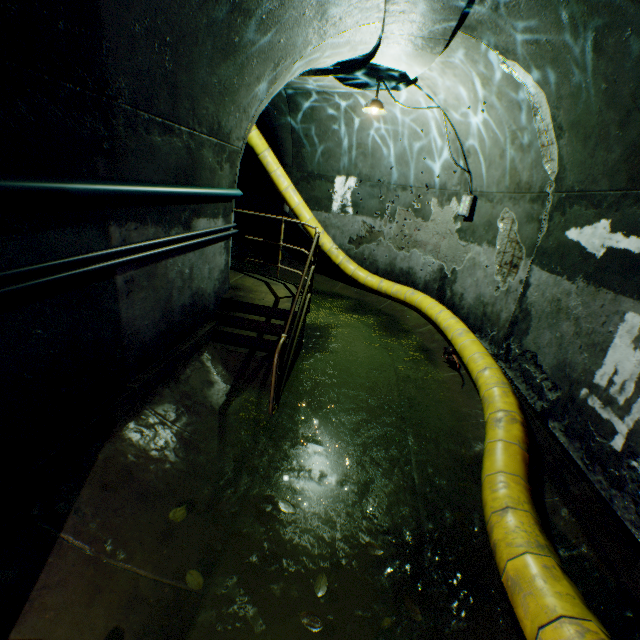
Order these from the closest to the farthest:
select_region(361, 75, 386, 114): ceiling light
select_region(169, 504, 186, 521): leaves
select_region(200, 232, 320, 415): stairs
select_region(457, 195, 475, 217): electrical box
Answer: select_region(169, 504, 186, 521): leaves < select_region(200, 232, 320, 415): stairs < select_region(361, 75, 386, 114): ceiling light < select_region(457, 195, 475, 217): electrical box

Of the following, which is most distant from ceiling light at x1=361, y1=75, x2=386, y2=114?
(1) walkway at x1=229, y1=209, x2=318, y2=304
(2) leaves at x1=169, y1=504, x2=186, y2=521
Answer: (2) leaves at x1=169, y1=504, x2=186, y2=521

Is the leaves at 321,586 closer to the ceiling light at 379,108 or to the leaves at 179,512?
the leaves at 179,512

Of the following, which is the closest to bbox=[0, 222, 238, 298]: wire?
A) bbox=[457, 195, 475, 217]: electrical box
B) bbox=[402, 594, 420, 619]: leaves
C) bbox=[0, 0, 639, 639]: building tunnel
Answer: bbox=[0, 0, 639, 639]: building tunnel

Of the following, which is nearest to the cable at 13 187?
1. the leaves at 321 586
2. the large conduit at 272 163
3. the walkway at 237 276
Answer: the walkway at 237 276

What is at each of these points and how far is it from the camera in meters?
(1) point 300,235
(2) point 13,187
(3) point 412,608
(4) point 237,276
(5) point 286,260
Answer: (1) building tunnel, 9.7 m
(2) cable, 1.7 m
(3) leaves, 2.2 m
(4) walkway, 6.5 m
(5) building tunnel, 10.0 m

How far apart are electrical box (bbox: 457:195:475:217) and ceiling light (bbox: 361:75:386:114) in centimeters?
222cm

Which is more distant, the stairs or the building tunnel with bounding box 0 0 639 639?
the stairs
